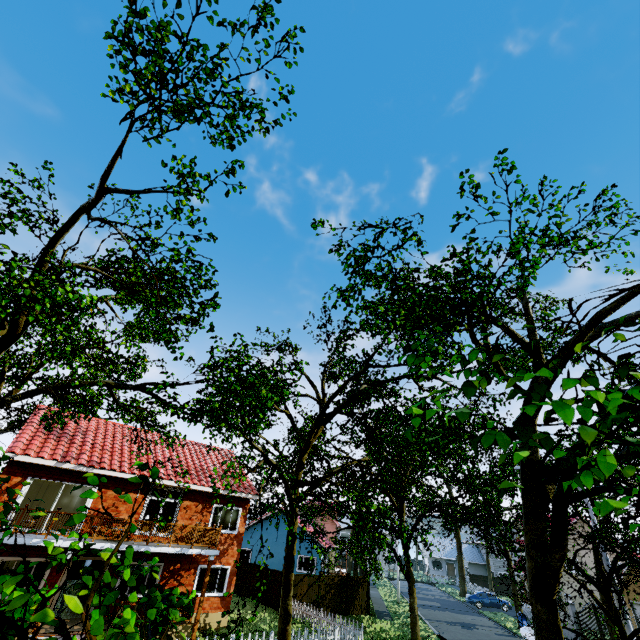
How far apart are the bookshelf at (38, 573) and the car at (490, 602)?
40.4 meters

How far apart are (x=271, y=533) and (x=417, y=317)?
34.54m

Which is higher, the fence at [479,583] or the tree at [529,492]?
the tree at [529,492]

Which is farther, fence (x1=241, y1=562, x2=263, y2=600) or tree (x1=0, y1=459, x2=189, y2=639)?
fence (x1=241, y1=562, x2=263, y2=600)

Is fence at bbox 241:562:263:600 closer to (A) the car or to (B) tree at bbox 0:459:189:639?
(B) tree at bbox 0:459:189:639

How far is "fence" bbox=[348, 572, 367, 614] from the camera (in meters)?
25.14
